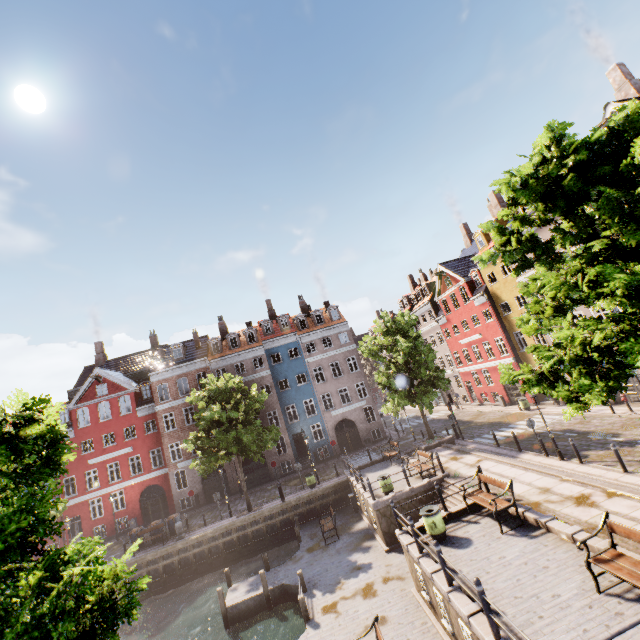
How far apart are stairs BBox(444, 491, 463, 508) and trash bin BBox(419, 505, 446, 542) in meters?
1.8 m

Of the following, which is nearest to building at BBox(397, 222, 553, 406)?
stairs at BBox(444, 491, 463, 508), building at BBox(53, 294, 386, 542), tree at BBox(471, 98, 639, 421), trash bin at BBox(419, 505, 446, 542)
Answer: tree at BBox(471, 98, 639, 421)

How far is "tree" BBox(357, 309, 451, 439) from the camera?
23.30m

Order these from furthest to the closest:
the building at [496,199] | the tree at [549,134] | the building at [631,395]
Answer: the building at [496,199] → the building at [631,395] → the tree at [549,134]

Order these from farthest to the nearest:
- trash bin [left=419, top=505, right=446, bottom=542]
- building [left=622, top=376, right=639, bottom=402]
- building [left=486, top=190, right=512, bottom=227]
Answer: building [left=486, top=190, right=512, bottom=227]
building [left=622, top=376, right=639, bottom=402]
trash bin [left=419, top=505, right=446, bottom=542]

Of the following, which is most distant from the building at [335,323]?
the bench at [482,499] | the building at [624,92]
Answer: the bench at [482,499]

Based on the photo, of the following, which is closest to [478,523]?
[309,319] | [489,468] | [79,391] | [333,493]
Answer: [489,468]

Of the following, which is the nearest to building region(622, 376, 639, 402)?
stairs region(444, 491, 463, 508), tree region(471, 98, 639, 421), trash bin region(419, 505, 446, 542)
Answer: tree region(471, 98, 639, 421)
